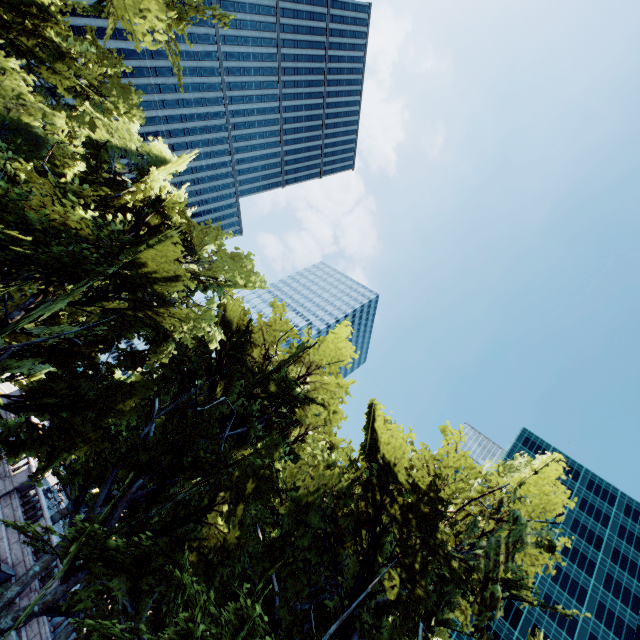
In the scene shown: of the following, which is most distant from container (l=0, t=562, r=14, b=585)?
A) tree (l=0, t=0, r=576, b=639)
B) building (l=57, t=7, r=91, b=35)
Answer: building (l=57, t=7, r=91, b=35)

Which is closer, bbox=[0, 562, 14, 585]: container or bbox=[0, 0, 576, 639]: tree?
bbox=[0, 0, 576, 639]: tree

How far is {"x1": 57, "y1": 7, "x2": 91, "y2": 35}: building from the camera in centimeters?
5774cm

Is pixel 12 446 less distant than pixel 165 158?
Yes

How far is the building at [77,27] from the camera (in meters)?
57.74

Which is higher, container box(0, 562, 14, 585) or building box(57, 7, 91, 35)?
building box(57, 7, 91, 35)

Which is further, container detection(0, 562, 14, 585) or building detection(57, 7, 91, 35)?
building detection(57, 7, 91, 35)

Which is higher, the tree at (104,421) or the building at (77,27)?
the building at (77,27)
